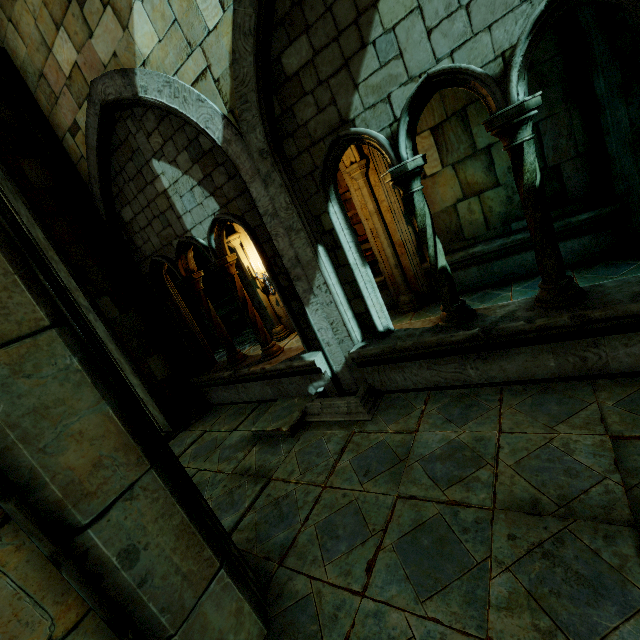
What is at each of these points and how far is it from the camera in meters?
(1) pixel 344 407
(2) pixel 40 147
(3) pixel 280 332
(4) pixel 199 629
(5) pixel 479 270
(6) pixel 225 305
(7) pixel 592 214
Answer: (1) trim, 4.3
(2) stone column, 5.5
(3) stone column, 9.3
(4) buttress, 1.9
(5) wall trim, 6.5
(6) wall trim, 24.9
(7) wall trim, 5.2

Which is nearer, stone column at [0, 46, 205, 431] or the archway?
the archway

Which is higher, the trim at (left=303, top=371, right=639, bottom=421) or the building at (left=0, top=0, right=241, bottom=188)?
the building at (left=0, top=0, right=241, bottom=188)

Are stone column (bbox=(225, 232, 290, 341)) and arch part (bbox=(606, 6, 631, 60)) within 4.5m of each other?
no

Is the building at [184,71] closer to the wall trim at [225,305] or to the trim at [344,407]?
the trim at [344,407]

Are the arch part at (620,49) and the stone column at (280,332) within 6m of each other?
no

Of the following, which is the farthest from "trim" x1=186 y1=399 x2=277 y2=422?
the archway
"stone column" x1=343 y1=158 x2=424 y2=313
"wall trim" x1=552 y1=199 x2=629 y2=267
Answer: "wall trim" x1=552 y1=199 x2=629 y2=267

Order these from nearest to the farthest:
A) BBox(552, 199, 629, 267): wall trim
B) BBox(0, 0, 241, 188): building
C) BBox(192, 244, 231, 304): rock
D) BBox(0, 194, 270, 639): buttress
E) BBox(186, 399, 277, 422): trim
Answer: BBox(0, 194, 270, 639): buttress < BBox(0, 0, 241, 188): building < BBox(552, 199, 629, 267): wall trim < BBox(186, 399, 277, 422): trim < BBox(192, 244, 231, 304): rock
